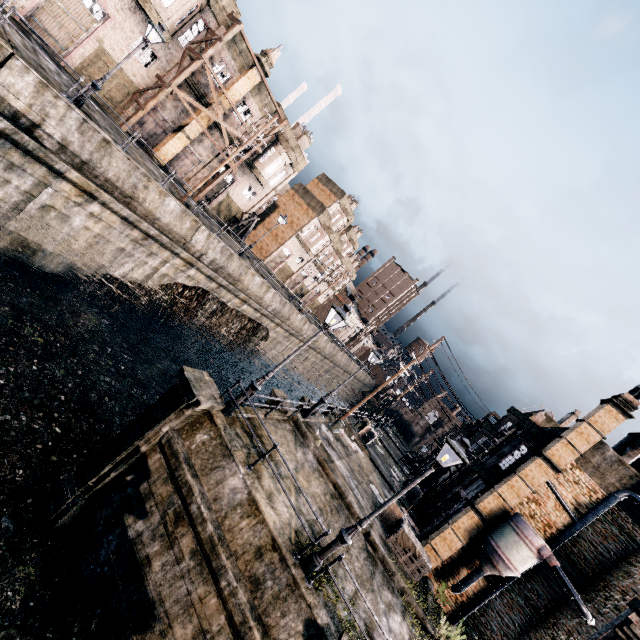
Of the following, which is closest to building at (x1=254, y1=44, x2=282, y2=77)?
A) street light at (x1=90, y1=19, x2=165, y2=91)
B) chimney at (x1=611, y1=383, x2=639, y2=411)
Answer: street light at (x1=90, y1=19, x2=165, y2=91)

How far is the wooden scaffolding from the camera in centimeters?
2355cm

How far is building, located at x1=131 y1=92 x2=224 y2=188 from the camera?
26.5m

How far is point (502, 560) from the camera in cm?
1539

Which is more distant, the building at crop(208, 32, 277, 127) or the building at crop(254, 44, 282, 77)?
the building at crop(254, 44, 282, 77)

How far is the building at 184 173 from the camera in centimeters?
2645cm

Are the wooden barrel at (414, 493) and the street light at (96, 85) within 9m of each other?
no

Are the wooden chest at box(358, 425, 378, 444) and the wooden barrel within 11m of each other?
yes
